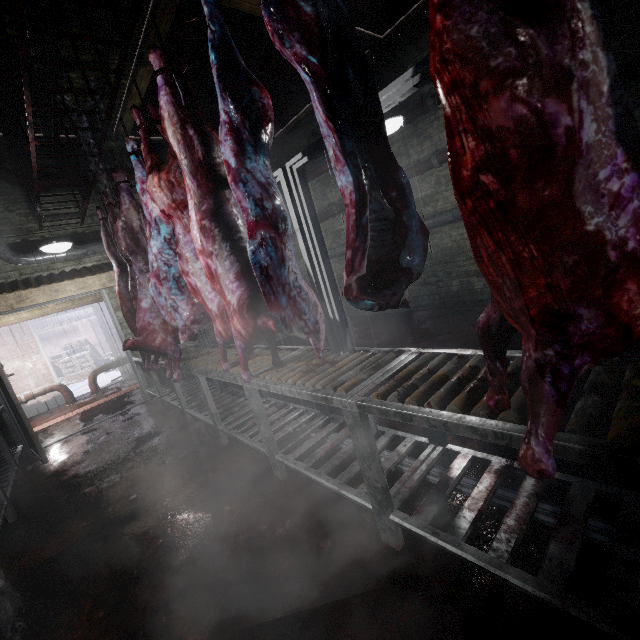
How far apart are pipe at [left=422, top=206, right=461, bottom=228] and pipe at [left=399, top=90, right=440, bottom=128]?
1.40m

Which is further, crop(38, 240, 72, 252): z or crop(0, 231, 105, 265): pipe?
crop(0, 231, 105, 265): pipe

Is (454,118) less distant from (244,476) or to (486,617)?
(486,617)

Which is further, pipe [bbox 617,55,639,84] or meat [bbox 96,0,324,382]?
pipe [bbox 617,55,639,84]

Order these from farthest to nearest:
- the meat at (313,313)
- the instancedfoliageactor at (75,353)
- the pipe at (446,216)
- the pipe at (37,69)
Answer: the instancedfoliageactor at (75,353) → the pipe at (446,216) → the pipe at (37,69) → the meat at (313,313)

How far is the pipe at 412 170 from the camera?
4.6m

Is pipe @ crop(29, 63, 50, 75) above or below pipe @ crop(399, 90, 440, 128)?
above

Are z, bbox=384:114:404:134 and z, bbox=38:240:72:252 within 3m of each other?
no
